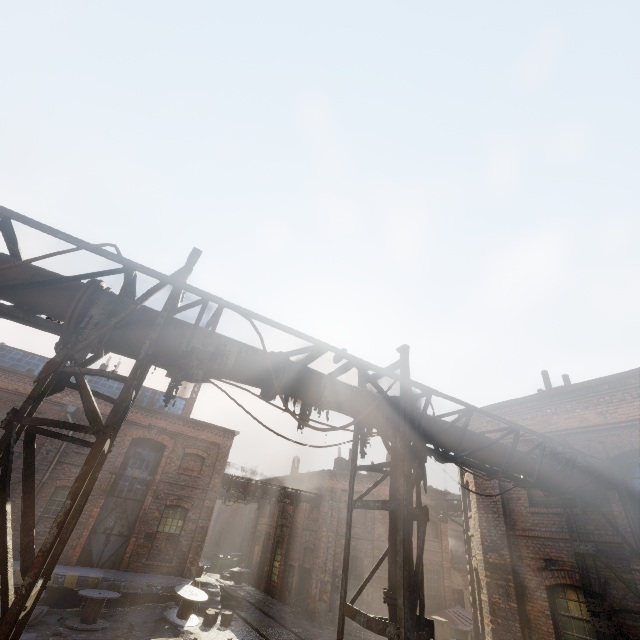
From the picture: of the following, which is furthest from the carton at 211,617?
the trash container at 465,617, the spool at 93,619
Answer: the trash container at 465,617

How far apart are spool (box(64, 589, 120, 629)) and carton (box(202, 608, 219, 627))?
3.8 meters

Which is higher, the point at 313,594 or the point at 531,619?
the point at 531,619

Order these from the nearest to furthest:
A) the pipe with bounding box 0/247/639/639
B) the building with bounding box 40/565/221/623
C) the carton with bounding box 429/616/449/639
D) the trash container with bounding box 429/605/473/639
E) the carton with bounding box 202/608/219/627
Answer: the pipe with bounding box 0/247/639/639 < the carton with bounding box 429/616/449/639 < the building with bounding box 40/565/221/623 < the carton with bounding box 202/608/219/627 < the trash container with bounding box 429/605/473/639

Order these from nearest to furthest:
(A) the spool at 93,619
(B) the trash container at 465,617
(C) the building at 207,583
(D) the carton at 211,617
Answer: (A) the spool at 93,619, (C) the building at 207,583, (D) the carton at 211,617, (B) the trash container at 465,617

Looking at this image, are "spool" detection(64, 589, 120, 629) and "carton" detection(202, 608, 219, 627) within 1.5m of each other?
no

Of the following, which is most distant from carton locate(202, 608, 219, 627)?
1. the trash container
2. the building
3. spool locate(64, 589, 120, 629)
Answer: the trash container

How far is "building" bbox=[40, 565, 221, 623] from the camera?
13.4 meters
